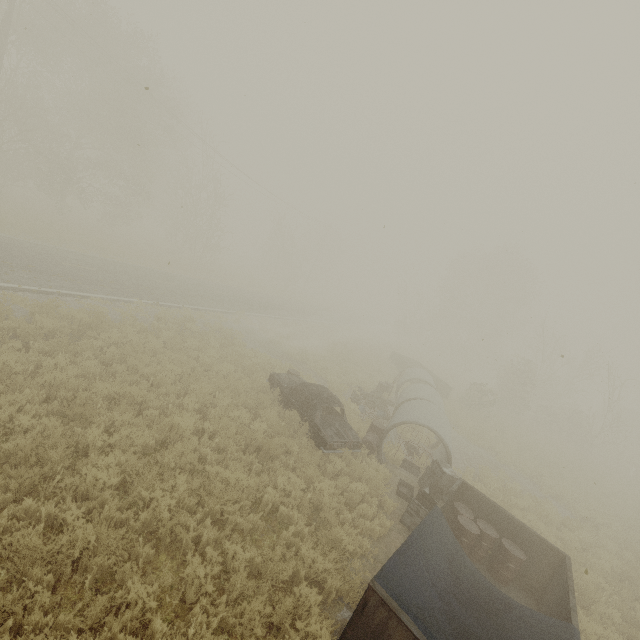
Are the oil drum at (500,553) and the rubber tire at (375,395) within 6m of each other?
no

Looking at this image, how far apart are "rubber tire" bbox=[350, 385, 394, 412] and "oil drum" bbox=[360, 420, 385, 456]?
4.3m

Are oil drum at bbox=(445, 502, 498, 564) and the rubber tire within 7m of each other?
no

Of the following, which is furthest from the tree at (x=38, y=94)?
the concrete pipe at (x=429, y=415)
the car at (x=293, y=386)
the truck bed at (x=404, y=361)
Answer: the concrete pipe at (x=429, y=415)

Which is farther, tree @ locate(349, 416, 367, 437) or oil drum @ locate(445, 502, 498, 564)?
tree @ locate(349, 416, 367, 437)

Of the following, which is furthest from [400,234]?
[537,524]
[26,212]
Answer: [26,212]

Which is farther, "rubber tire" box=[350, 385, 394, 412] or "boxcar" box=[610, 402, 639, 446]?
"boxcar" box=[610, 402, 639, 446]

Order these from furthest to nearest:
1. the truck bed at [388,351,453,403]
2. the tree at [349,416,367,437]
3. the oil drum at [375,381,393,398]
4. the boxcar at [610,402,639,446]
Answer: the boxcar at [610,402,639,446]
the truck bed at [388,351,453,403]
the oil drum at [375,381,393,398]
the tree at [349,416,367,437]
